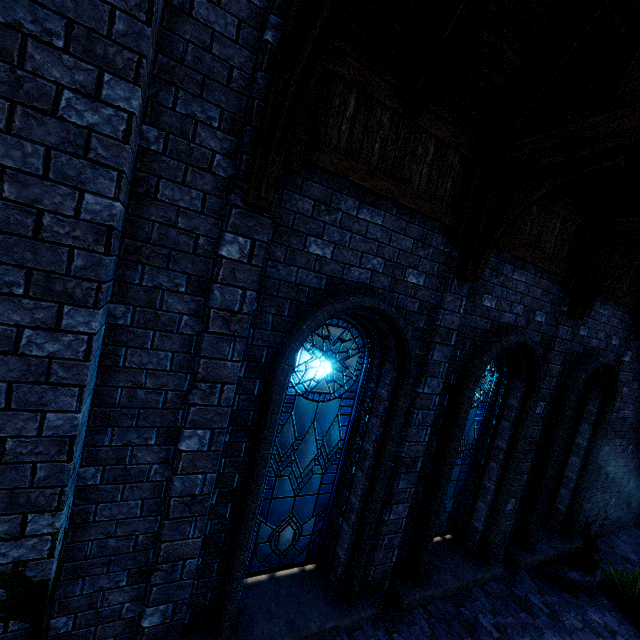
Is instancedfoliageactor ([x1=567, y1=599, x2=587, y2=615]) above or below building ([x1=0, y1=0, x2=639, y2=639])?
below

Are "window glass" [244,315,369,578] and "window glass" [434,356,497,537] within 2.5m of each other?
yes

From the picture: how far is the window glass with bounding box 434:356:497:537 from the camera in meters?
5.8 m

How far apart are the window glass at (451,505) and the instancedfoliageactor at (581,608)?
2.5 meters

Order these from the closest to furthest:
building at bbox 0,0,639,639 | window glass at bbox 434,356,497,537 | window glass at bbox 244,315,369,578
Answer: building at bbox 0,0,639,639 < window glass at bbox 244,315,369,578 < window glass at bbox 434,356,497,537

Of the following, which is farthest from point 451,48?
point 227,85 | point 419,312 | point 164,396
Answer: point 164,396

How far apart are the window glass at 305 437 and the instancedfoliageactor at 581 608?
5.2 meters

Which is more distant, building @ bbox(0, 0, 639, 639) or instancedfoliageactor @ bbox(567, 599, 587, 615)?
instancedfoliageactor @ bbox(567, 599, 587, 615)
